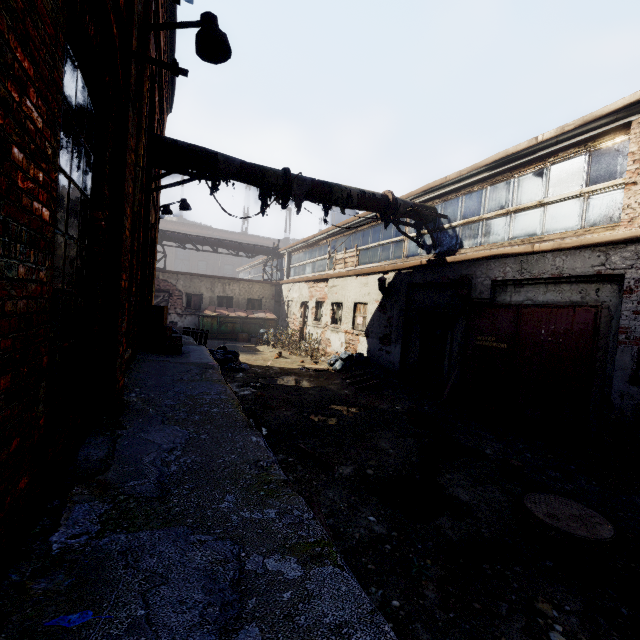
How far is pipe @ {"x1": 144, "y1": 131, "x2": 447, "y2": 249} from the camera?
6.69m

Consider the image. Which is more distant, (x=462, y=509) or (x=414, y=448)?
(x=414, y=448)

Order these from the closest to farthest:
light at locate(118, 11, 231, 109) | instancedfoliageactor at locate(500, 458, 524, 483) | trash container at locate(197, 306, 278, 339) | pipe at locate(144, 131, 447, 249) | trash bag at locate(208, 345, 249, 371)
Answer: light at locate(118, 11, 231, 109) < instancedfoliageactor at locate(500, 458, 524, 483) < pipe at locate(144, 131, 447, 249) < trash bag at locate(208, 345, 249, 371) < trash container at locate(197, 306, 278, 339)

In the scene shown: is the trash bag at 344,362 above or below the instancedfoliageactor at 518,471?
above

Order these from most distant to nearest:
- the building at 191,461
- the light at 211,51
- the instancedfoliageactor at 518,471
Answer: the instancedfoliageactor at 518,471
the light at 211,51
the building at 191,461

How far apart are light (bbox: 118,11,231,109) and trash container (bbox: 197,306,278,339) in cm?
1514

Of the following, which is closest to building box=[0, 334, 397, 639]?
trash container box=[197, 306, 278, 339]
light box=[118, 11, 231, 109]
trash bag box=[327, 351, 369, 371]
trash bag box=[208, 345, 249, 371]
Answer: trash bag box=[208, 345, 249, 371]

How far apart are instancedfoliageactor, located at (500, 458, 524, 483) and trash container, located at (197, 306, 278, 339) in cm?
1581
